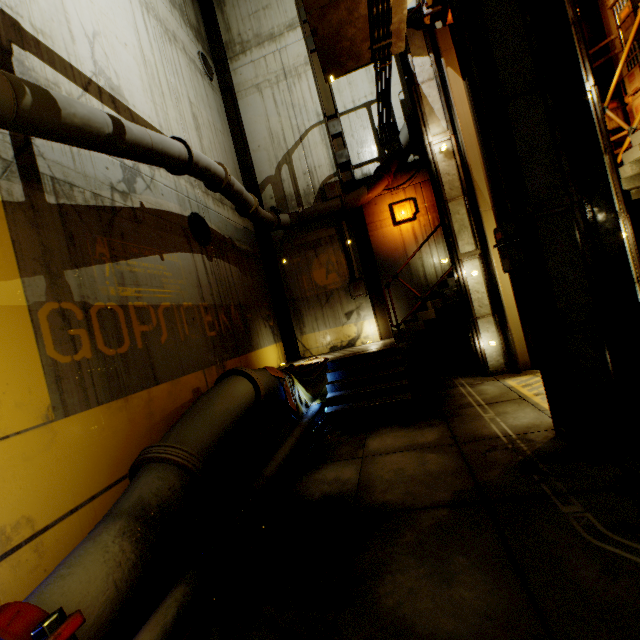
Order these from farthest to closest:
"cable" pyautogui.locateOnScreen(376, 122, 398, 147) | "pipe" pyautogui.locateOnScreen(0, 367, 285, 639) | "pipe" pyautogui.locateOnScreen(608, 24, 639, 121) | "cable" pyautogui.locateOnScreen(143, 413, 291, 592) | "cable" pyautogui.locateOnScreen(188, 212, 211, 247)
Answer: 1. "cable" pyautogui.locateOnScreen(376, 122, 398, 147)
2. "pipe" pyautogui.locateOnScreen(608, 24, 639, 121)
3. "cable" pyautogui.locateOnScreen(188, 212, 211, 247)
4. "cable" pyautogui.locateOnScreen(143, 413, 291, 592)
5. "pipe" pyautogui.locateOnScreen(0, 367, 285, 639)

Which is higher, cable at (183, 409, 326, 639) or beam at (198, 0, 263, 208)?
beam at (198, 0, 263, 208)

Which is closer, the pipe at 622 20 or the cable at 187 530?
the cable at 187 530

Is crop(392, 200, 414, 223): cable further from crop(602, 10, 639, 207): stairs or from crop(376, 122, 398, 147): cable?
crop(376, 122, 398, 147): cable

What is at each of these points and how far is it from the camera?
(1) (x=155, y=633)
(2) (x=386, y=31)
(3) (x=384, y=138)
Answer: (1) pipe, 2.52m
(2) pipe, 6.98m
(3) cable, 10.50m

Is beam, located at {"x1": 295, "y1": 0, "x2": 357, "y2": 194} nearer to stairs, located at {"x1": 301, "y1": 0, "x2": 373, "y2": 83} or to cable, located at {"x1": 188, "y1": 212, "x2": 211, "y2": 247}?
stairs, located at {"x1": 301, "y1": 0, "x2": 373, "y2": 83}

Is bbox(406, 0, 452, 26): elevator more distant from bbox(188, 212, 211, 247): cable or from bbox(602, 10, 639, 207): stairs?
bbox(188, 212, 211, 247): cable

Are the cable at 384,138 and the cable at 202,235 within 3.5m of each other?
no
